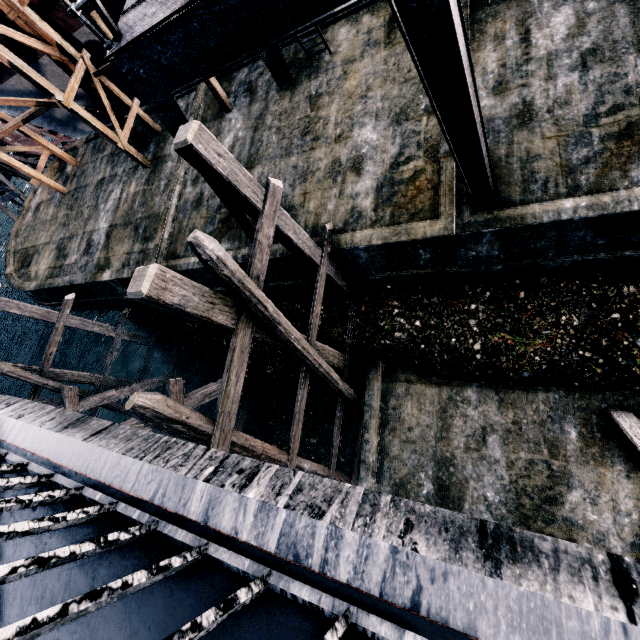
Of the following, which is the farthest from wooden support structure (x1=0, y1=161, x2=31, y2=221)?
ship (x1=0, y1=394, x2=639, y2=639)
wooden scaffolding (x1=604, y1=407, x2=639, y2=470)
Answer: wooden scaffolding (x1=604, y1=407, x2=639, y2=470)

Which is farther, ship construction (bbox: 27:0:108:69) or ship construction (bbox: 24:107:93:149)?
ship construction (bbox: 24:107:93:149)

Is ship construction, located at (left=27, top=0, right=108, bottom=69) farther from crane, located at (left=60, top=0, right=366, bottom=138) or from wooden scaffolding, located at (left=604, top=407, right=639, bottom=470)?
wooden scaffolding, located at (left=604, top=407, right=639, bottom=470)

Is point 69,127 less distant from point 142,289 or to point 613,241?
point 142,289

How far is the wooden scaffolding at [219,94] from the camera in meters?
13.8

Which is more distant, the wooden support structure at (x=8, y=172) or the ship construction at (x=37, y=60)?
the wooden support structure at (x=8, y=172)

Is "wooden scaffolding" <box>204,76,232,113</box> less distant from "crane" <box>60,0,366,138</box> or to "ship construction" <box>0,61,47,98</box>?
"ship construction" <box>0,61,47,98</box>

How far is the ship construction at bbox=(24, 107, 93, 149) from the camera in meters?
21.7
